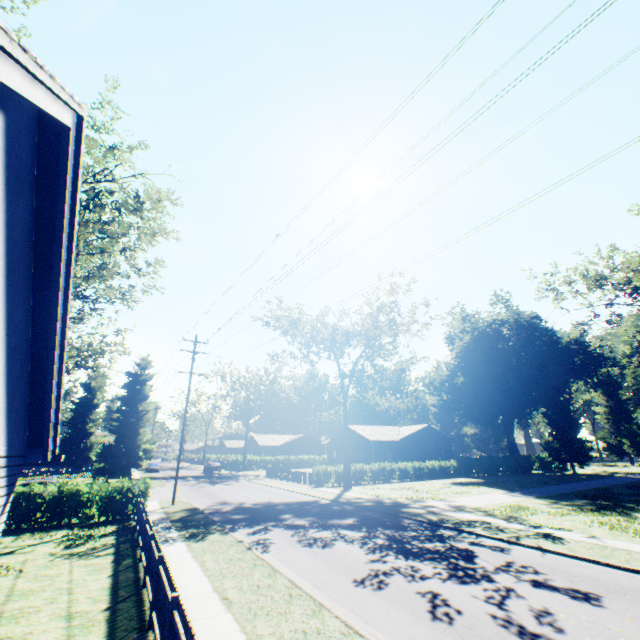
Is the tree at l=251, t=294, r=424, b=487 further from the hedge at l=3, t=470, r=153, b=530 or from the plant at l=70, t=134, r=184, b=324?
the plant at l=70, t=134, r=184, b=324

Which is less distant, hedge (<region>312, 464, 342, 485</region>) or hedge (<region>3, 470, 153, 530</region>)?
hedge (<region>3, 470, 153, 530</region>)

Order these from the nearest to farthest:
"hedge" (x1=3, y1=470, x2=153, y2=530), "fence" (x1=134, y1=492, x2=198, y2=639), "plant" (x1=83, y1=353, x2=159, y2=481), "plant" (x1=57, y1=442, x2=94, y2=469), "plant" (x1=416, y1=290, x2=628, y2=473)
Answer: "fence" (x1=134, y1=492, x2=198, y2=639)
"hedge" (x1=3, y1=470, x2=153, y2=530)
"plant" (x1=83, y1=353, x2=159, y2=481)
"plant" (x1=416, y1=290, x2=628, y2=473)
"plant" (x1=57, y1=442, x2=94, y2=469)

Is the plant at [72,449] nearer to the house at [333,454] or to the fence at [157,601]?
the fence at [157,601]

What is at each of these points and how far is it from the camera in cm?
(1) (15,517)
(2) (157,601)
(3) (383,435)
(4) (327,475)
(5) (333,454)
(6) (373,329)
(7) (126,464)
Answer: (1) hedge, 1553
(2) fence, 669
(3) house, 4484
(4) hedge, 3212
(5) house, 4984
(6) tree, 3183
(7) plant, 3988

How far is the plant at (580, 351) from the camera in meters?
43.1 m

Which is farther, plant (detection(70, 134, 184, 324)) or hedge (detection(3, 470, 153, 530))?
plant (detection(70, 134, 184, 324))

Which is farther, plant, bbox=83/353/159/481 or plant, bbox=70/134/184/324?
plant, bbox=83/353/159/481
